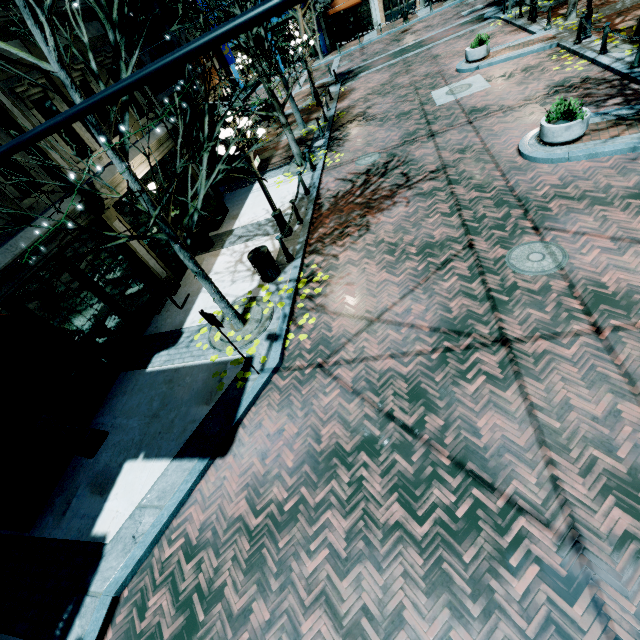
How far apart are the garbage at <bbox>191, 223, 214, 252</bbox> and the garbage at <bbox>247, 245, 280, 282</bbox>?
3.6 meters

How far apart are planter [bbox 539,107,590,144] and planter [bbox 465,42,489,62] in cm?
902

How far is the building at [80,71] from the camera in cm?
850

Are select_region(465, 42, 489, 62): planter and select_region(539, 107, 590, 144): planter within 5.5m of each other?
no

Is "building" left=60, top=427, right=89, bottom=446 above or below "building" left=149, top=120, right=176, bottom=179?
below

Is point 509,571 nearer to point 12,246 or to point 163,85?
point 12,246

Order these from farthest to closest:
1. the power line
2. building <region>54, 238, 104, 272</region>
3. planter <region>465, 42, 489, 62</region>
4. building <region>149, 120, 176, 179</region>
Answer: planter <region>465, 42, 489, 62</region> < building <region>149, 120, 176, 179</region> < building <region>54, 238, 104, 272</region> < the power line

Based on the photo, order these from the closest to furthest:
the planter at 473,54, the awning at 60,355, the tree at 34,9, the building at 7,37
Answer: the awning at 60,355 < the tree at 34,9 < the building at 7,37 < the planter at 473,54
